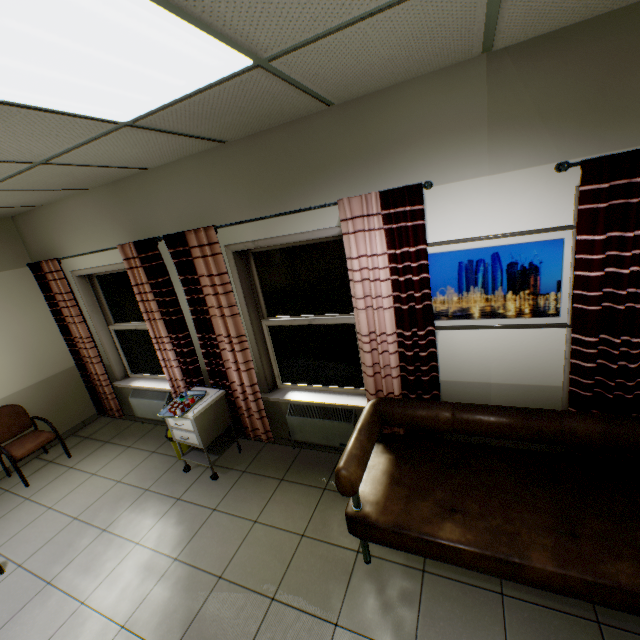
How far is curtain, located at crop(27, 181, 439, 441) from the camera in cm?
241

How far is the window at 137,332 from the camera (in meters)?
4.47

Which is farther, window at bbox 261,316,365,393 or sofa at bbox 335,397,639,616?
window at bbox 261,316,365,393

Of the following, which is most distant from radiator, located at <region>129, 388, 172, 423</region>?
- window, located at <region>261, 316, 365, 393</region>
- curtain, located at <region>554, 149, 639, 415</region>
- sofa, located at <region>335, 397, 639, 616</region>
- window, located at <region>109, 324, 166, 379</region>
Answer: curtain, located at <region>554, 149, 639, 415</region>

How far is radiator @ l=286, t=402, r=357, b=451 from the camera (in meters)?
3.31

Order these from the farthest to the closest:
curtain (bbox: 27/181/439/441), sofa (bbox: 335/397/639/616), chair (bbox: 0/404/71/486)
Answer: chair (bbox: 0/404/71/486), curtain (bbox: 27/181/439/441), sofa (bbox: 335/397/639/616)

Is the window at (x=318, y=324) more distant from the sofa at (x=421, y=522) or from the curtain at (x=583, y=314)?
the curtain at (x=583, y=314)

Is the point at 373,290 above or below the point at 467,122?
below
